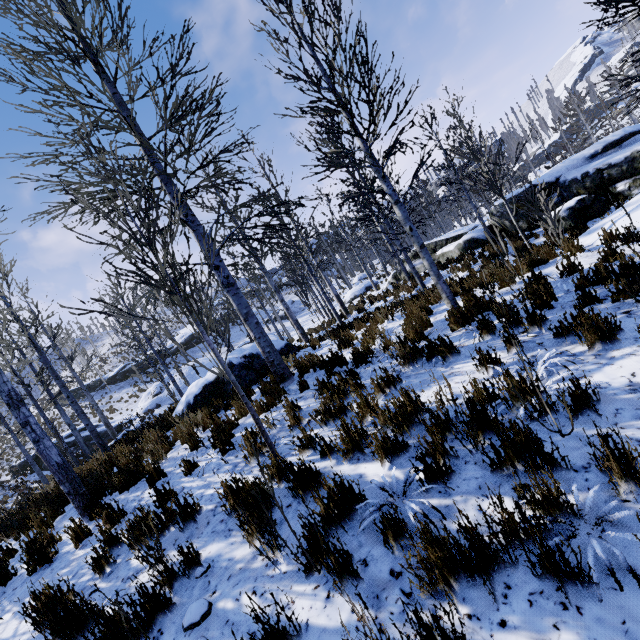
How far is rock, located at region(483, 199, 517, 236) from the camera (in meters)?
14.10

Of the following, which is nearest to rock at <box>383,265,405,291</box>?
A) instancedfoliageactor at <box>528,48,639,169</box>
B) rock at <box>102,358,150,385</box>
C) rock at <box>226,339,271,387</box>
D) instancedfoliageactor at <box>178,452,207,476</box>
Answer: rock at <box>226,339,271,387</box>

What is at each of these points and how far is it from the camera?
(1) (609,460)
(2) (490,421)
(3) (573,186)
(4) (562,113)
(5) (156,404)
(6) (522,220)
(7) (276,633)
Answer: (1) instancedfoliageactor, 1.97m
(2) instancedfoliageactor, 2.85m
(3) rock, 12.23m
(4) instancedfoliageactor, 40.22m
(5) rock, 26.28m
(6) rock, 13.79m
(7) instancedfoliageactor, 1.92m

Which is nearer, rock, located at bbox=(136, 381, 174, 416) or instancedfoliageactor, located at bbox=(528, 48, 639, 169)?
instancedfoliageactor, located at bbox=(528, 48, 639, 169)

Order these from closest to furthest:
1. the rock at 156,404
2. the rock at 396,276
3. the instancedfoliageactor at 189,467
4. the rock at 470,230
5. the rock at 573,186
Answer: the instancedfoliageactor at 189,467, the rock at 573,186, the rock at 470,230, the rock at 396,276, the rock at 156,404

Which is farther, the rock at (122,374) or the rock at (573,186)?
the rock at (122,374)

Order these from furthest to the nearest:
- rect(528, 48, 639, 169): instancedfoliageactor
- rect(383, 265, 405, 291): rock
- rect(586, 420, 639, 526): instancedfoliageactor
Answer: rect(383, 265, 405, 291): rock < rect(528, 48, 639, 169): instancedfoliageactor < rect(586, 420, 639, 526): instancedfoliageactor

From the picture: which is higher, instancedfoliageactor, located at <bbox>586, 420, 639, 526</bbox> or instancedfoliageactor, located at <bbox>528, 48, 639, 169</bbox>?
instancedfoliageactor, located at <bbox>528, 48, 639, 169</bbox>
